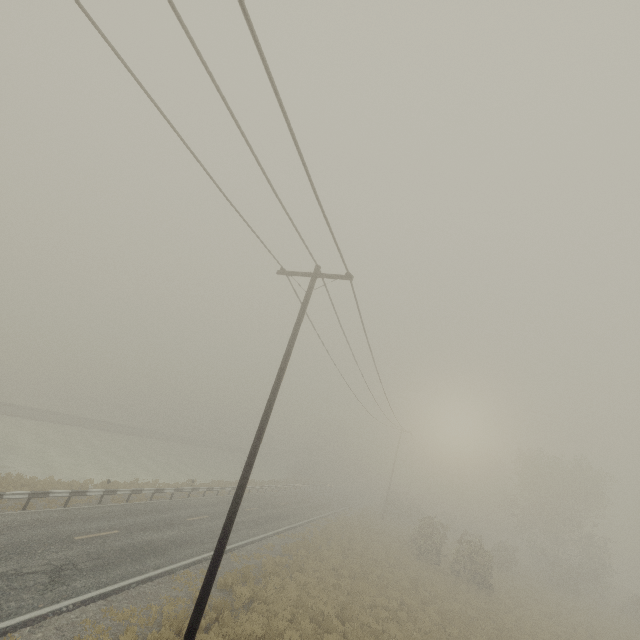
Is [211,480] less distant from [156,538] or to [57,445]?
[57,445]

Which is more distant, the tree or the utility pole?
the tree

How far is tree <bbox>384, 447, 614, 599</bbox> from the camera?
28.05m

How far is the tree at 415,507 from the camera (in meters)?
28.05

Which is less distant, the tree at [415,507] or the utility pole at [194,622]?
the utility pole at [194,622]
